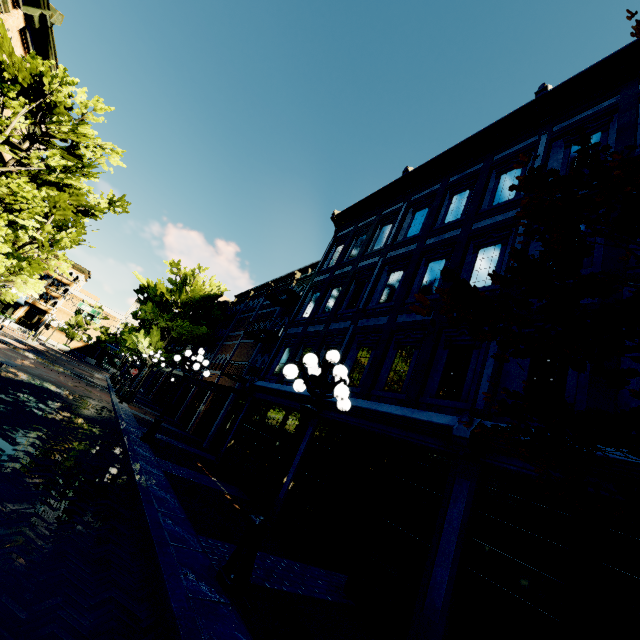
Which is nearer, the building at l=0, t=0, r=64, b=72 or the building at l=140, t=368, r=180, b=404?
the building at l=0, t=0, r=64, b=72

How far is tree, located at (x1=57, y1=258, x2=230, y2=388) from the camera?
21.59m

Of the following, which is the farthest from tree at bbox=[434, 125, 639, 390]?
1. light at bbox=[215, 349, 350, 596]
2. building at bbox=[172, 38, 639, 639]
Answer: light at bbox=[215, 349, 350, 596]

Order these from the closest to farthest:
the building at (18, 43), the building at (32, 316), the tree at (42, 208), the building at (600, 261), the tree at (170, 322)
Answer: the building at (600, 261) < the tree at (42, 208) < the building at (18, 43) < the tree at (170, 322) < the building at (32, 316)

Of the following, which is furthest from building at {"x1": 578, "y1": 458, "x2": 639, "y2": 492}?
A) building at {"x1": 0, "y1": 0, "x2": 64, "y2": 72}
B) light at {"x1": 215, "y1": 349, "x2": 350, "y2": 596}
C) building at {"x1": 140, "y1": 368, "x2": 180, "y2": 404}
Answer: building at {"x1": 0, "y1": 0, "x2": 64, "y2": 72}

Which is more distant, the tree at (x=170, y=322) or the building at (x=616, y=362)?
the tree at (x=170, y=322)

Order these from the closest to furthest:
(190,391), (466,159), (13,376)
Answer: (466,159)
(13,376)
(190,391)

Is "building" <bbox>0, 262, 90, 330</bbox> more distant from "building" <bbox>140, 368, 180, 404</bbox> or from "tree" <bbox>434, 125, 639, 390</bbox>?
"building" <bbox>140, 368, 180, 404</bbox>
